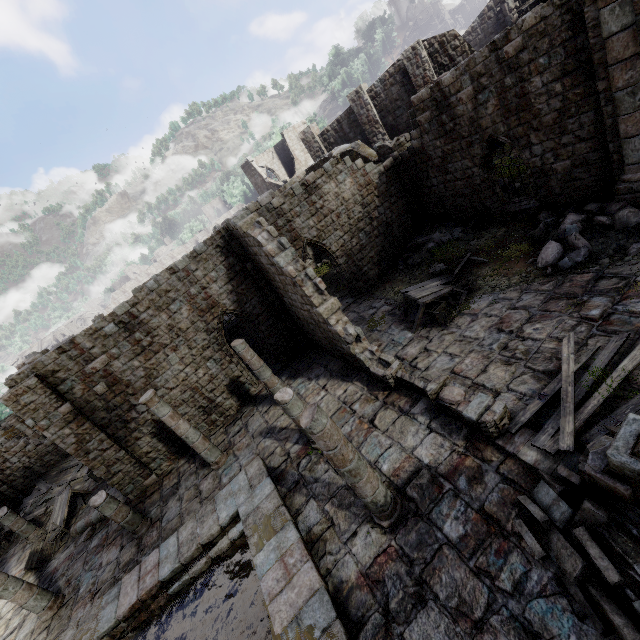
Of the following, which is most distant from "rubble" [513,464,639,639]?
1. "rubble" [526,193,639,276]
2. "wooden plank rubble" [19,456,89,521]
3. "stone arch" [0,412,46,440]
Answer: "stone arch" [0,412,46,440]

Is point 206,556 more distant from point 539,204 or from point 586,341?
point 539,204

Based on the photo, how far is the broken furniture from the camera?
11.74m

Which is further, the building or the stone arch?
the stone arch

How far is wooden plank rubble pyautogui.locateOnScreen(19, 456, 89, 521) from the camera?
18.22m

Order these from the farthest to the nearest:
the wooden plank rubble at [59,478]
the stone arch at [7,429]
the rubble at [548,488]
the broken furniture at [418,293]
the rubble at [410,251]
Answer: the stone arch at [7,429]
the wooden plank rubble at [59,478]
the rubble at [410,251]
the broken furniture at [418,293]
the rubble at [548,488]

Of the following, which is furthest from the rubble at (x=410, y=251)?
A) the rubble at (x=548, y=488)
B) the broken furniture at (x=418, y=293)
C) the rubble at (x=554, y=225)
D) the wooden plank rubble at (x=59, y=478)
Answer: the wooden plank rubble at (x=59, y=478)

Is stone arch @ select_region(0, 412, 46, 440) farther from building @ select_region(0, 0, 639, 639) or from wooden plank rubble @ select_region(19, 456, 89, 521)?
wooden plank rubble @ select_region(19, 456, 89, 521)
